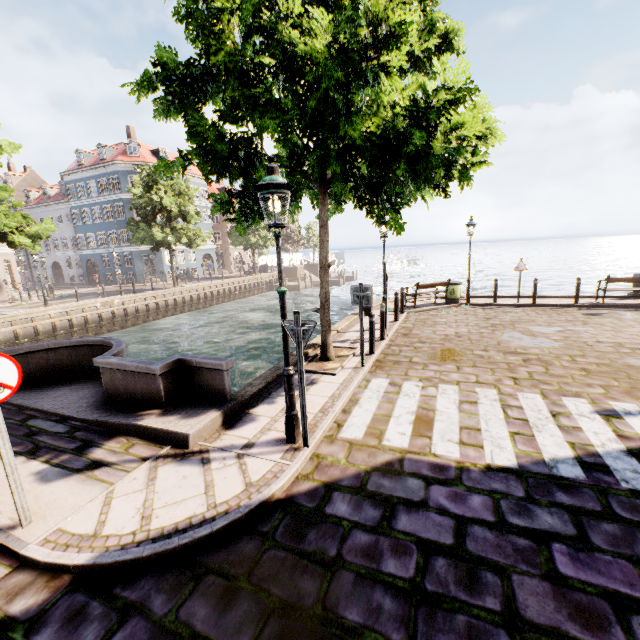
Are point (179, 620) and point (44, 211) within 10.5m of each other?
no

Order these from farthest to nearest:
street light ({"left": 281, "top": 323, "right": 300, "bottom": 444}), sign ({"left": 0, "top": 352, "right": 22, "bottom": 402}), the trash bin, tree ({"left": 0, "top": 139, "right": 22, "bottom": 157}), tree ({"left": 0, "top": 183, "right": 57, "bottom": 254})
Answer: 1. tree ({"left": 0, "top": 139, "right": 22, "bottom": 157})
2. tree ({"left": 0, "top": 183, "right": 57, "bottom": 254})
3. the trash bin
4. street light ({"left": 281, "top": 323, "right": 300, "bottom": 444})
5. sign ({"left": 0, "top": 352, "right": 22, "bottom": 402})

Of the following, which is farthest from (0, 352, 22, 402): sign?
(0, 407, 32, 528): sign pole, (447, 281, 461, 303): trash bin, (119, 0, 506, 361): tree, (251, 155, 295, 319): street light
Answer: (447, 281, 461, 303): trash bin

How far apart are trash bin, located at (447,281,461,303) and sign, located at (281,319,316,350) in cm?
1220

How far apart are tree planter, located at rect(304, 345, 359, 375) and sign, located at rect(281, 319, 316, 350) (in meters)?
2.98

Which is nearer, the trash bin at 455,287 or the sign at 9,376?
the sign at 9,376

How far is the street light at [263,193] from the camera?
3.9m

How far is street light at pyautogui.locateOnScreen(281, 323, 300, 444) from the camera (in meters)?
4.45
